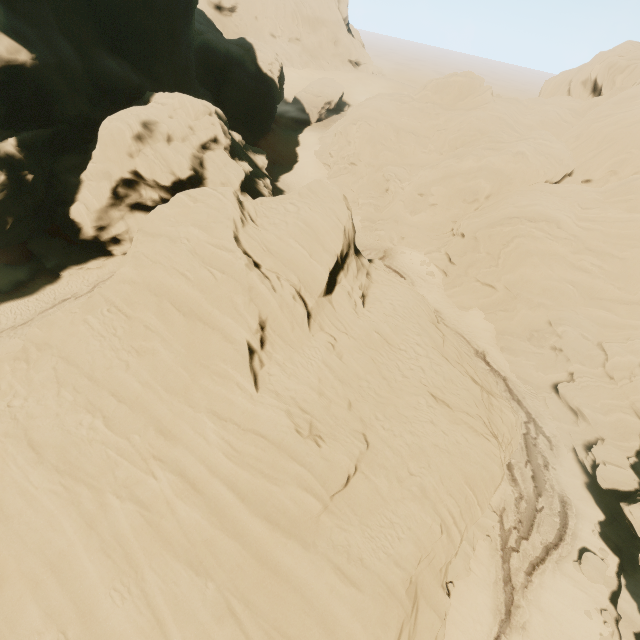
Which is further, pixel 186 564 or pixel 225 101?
pixel 225 101
